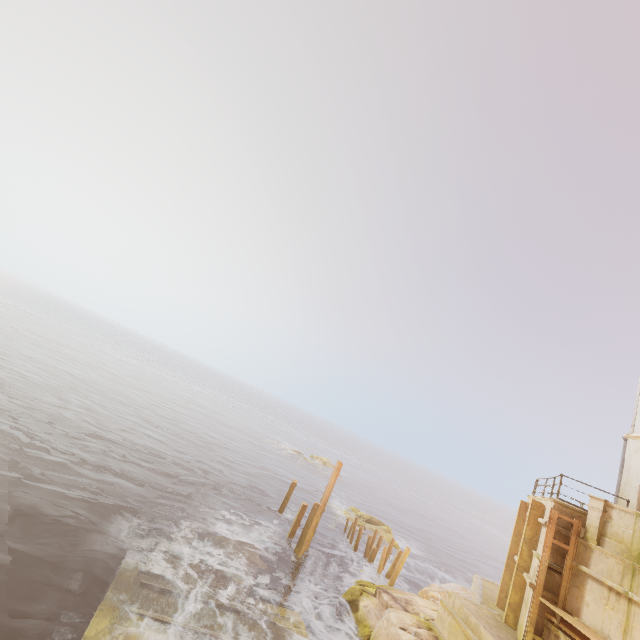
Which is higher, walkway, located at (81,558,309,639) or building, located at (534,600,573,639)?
building, located at (534,600,573,639)

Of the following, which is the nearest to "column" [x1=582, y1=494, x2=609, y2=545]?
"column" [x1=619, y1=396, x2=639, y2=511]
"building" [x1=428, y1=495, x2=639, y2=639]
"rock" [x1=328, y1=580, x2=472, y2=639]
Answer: "building" [x1=428, y1=495, x2=639, y2=639]

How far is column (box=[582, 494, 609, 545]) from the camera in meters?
11.1 m

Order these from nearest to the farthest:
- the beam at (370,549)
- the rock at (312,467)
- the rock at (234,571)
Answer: the rock at (234,571) → the beam at (370,549) → the rock at (312,467)

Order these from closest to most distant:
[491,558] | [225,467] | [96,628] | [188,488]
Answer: [96,628]
[188,488]
[225,467]
[491,558]

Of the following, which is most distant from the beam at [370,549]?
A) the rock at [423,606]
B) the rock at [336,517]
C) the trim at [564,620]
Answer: the trim at [564,620]

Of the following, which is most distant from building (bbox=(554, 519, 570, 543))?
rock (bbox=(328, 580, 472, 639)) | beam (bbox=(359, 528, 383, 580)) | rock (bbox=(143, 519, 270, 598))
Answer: rock (bbox=(143, 519, 270, 598))

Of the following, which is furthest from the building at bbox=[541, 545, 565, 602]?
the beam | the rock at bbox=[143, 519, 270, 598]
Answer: the rock at bbox=[143, 519, 270, 598]
